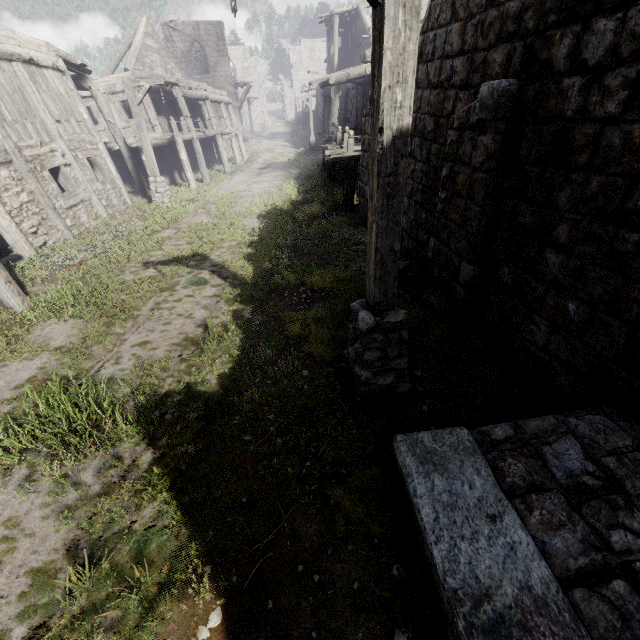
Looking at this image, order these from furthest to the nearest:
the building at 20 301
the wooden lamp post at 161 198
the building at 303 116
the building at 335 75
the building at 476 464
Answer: the building at 303 116
the wooden lamp post at 161 198
the building at 335 75
the building at 20 301
the building at 476 464

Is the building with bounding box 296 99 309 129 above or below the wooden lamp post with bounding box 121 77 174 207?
above

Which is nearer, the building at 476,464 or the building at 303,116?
the building at 476,464

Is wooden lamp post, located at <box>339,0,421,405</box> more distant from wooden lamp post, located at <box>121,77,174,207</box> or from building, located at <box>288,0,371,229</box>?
wooden lamp post, located at <box>121,77,174,207</box>

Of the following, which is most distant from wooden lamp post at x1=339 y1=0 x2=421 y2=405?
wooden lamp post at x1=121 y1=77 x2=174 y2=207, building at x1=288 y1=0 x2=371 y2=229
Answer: wooden lamp post at x1=121 y1=77 x2=174 y2=207

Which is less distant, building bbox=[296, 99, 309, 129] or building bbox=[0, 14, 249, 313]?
building bbox=[0, 14, 249, 313]

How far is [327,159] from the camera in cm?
1334
